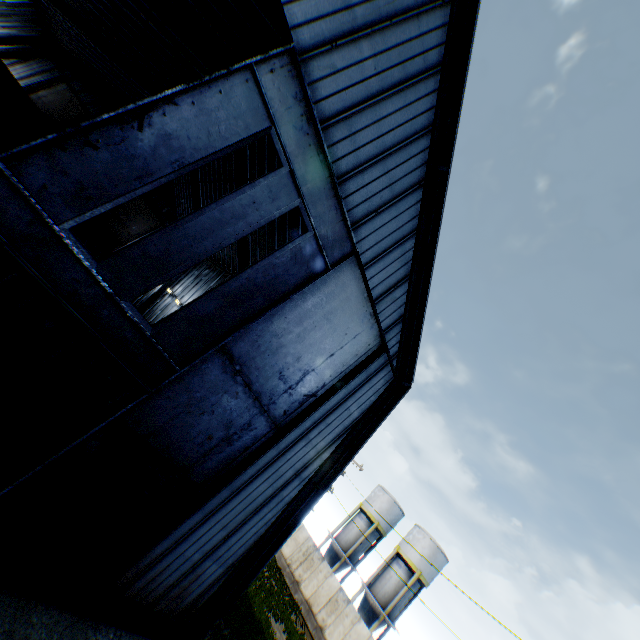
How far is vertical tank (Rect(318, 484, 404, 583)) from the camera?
33.6m

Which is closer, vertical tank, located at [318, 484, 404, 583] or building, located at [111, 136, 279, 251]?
building, located at [111, 136, 279, 251]

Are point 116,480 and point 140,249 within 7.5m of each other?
yes

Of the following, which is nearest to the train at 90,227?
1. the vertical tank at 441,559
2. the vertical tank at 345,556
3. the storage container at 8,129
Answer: the storage container at 8,129

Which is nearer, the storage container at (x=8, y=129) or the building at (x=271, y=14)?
the building at (x=271, y=14)

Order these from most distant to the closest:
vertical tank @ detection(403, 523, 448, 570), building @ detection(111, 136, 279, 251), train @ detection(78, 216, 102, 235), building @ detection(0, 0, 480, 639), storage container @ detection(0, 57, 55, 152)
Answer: train @ detection(78, 216, 102, 235)
vertical tank @ detection(403, 523, 448, 570)
storage container @ detection(0, 57, 55, 152)
building @ detection(111, 136, 279, 251)
building @ detection(0, 0, 480, 639)

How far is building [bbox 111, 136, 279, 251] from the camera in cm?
1980

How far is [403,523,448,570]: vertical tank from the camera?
30.7 meters
